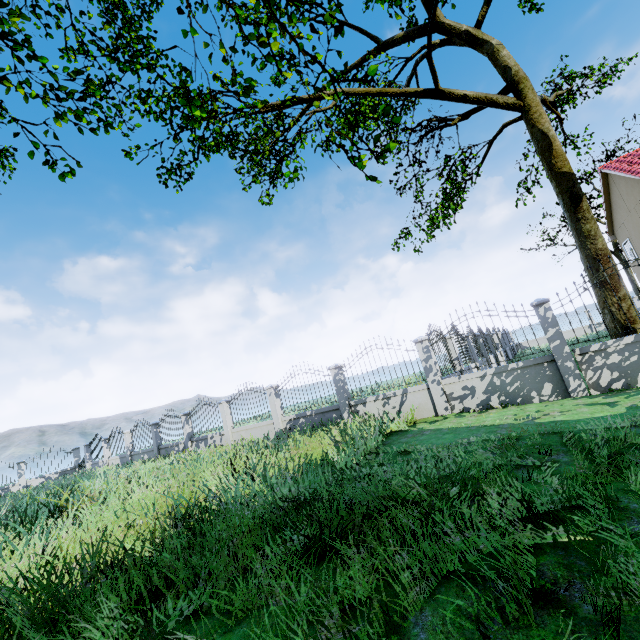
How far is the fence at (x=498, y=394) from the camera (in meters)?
7.76

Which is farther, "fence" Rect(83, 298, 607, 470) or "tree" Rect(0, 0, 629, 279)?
"fence" Rect(83, 298, 607, 470)

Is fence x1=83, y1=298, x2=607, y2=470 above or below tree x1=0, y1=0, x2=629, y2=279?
below

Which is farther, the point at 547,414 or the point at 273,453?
→ the point at 273,453

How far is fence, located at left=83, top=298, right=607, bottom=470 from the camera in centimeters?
776cm

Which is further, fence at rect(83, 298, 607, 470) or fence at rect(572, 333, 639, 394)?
fence at rect(83, 298, 607, 470)

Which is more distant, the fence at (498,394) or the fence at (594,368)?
the fence at (498,394)
